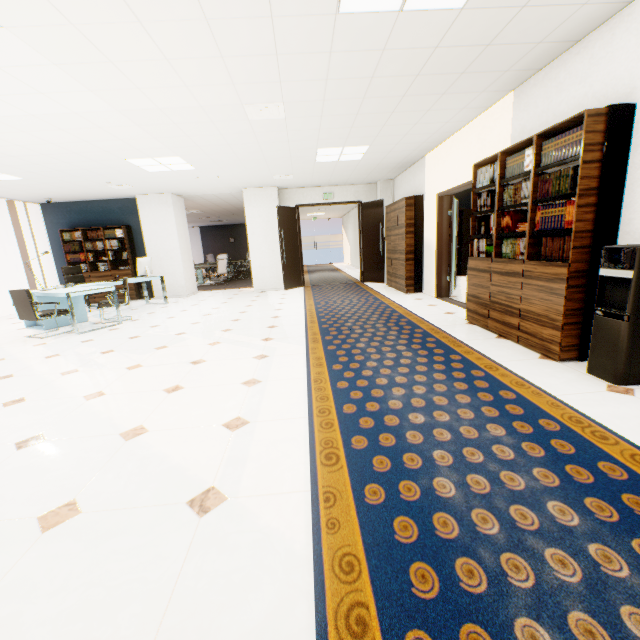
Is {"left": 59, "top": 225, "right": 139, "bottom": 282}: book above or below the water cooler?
above

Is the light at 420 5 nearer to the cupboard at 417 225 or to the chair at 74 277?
the cupboard at 417 225

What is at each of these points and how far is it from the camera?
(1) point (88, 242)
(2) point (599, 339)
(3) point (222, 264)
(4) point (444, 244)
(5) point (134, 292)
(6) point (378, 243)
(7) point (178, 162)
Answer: (1) book, 9.36m
(2) water cooler, 2.70m
(3) chair, 12.35m
(4) door, 6.62m
(5) book, 9.68m
(6) door, 9.70m
(7) light, 6.19m

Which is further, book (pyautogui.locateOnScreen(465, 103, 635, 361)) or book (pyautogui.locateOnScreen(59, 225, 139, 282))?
book (pyautogui.locateOnScreen(59, 225, 139, 282))

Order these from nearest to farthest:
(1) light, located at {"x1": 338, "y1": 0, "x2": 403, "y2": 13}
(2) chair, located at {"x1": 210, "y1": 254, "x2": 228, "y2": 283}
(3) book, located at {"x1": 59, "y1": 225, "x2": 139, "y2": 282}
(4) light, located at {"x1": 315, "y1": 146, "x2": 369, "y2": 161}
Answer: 1. (1) light, located at {"x1": 338, "y1": 0, "x2": 403, "y2": 13}
2. (4) light, located at {"x1": 315, "y1": 146, "x2": 369, "y2": 161}
3. (3) book, located at {"x1": 59, "y1": 225, "x2": 139, "y2": 282}
4. (2) chair, located at {"x1": 210, "y1": 254, "x2": 228, "y2": 283}

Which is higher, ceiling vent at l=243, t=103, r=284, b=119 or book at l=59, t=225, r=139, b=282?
ceiling vent at l=243, t=103, r=284, b=119

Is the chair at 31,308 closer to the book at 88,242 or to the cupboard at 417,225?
the book at 88,242

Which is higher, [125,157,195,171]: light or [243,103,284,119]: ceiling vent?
[125,157,195,171]: light
